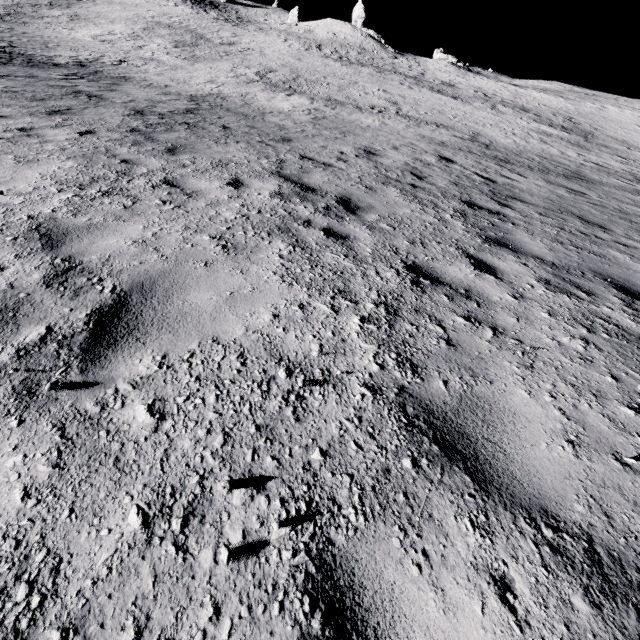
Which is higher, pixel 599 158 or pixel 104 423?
pixel 599 158
